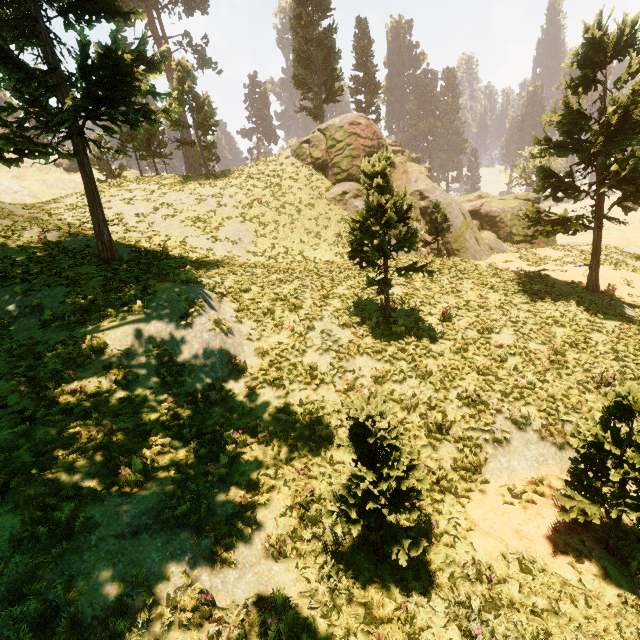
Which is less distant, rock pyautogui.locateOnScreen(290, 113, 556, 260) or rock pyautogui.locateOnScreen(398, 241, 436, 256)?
rock pyautogui.locateOnScreen(398, 241, 436, 256)

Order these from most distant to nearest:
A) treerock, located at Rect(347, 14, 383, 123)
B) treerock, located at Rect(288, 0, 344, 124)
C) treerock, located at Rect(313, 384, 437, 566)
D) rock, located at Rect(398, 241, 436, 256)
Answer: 1. treerock, located at Rect(347, 14, 383, 123)
2. treerock, located at Rect(288, 0, 344, 124)
3. rock, located at Rect(398, 241, 436, 256)
4. treerock, located at Rect(313, 384, 437, 566)

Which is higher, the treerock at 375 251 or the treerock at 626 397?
the treerock at 375 251

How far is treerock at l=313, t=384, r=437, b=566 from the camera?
5.14m

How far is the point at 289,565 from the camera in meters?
6.1

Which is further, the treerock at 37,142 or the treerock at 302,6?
the treerock at 302,6

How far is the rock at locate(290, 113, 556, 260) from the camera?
24.6 meters
